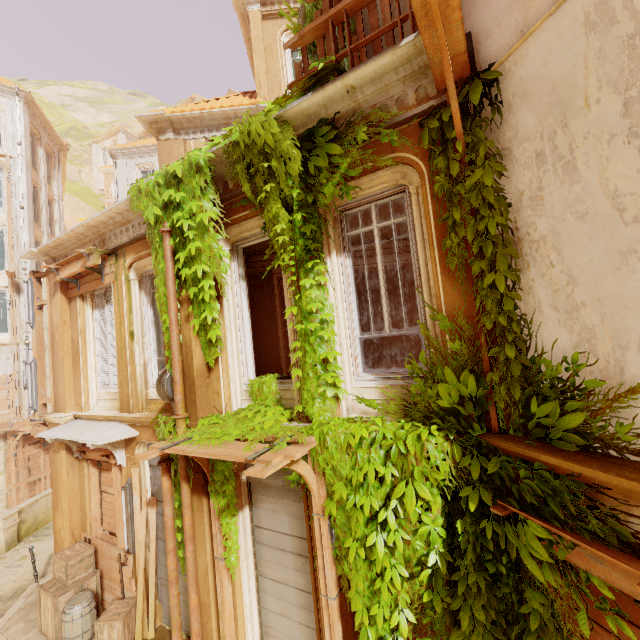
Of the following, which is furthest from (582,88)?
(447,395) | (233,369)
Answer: (233,369)

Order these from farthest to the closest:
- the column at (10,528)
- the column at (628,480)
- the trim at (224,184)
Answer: the column at (10,528), the trim at (224,184), the column at (628,480)

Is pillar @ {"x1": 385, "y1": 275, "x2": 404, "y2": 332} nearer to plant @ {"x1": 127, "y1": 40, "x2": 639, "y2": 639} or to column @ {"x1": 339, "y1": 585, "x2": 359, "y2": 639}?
plant @ {"x1": 127, "y1": 40, "x2": 639, "y2": 639}

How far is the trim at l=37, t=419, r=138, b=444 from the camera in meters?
6.8

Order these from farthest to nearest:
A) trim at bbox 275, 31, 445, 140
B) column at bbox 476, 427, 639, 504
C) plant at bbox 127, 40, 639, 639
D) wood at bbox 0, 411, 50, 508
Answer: wood at bbox 0, 411, 50, 508 → trim at bbox 275, 31, 445, 140 → plant at bbox 127, 40, 639, 639 → column at bbox 476, 427, 639, 504

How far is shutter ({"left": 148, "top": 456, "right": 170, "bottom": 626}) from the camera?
6.9m

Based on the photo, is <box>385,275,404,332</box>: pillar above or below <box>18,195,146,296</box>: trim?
below

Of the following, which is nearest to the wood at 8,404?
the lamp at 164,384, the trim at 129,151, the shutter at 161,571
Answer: the shutter at 161,571
